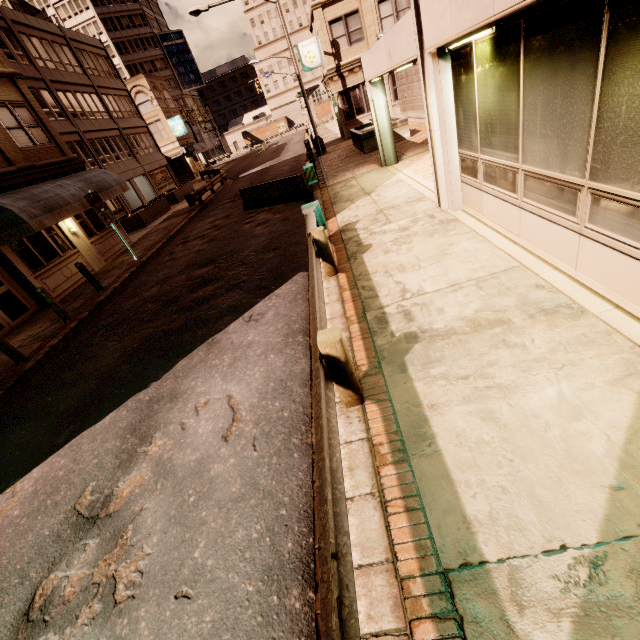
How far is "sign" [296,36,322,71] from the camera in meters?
24.4 m

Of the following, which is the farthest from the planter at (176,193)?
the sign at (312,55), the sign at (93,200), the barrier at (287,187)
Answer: the sign at (312,55)

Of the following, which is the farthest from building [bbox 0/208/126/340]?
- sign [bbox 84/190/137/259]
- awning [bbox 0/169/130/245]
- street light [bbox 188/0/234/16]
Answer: street light [bbox 188/0/234/16]

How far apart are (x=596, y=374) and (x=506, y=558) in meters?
2.0

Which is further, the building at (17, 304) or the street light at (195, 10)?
the street light at (195, 10)

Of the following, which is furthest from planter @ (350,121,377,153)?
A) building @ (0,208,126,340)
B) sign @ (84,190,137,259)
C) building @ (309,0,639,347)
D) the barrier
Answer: building @ (0,208,126,340)

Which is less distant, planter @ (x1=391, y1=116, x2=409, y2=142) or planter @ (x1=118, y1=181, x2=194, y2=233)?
planter @ (x1=391, y1=116, x2=409, y2=142)

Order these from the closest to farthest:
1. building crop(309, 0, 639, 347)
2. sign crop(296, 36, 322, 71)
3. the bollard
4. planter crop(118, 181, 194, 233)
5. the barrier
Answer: building crop(309, 0, 639, 347) → the bollard → the barrier → planter crop(118, 181, 194, 233) → sign crop(296, 36, 322, 71)
